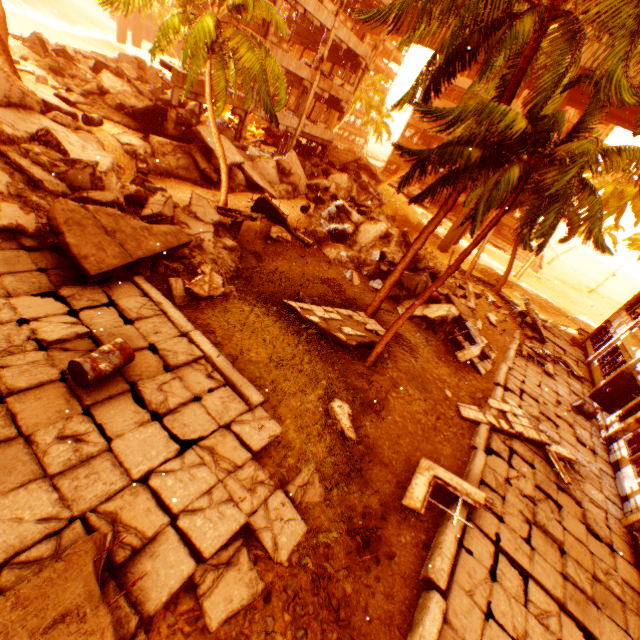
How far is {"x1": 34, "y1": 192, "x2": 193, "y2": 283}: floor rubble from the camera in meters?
7.5

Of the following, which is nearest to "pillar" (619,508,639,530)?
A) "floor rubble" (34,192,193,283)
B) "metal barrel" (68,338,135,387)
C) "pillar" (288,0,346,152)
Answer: "floor rubble" (34,192,193,283)

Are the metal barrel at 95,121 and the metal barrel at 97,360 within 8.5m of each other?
no

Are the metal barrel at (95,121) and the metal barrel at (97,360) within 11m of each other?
no

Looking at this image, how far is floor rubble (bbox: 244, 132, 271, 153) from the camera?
25.9 meters

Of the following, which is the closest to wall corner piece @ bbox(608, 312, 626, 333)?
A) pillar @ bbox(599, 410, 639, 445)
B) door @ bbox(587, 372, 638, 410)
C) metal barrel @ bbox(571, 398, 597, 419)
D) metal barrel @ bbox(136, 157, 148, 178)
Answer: pillar @ bbox(599, 410, 639, 445)

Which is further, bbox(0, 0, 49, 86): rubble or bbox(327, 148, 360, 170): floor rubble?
bbox(327, 148, 360, 170): floor rubble

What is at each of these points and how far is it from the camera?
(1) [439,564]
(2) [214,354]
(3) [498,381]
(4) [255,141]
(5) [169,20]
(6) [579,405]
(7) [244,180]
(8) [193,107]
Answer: (1) concrete curb, 6.81m
(2) concrete curb, 7.70m
(3) concrete curb, 14.56m
(4) floor rubble, 26.42m
(5) rubble, 11.04m
(6) metal barrel, 15.52m
(7) rock pile, 18.47m
(8) rock pile, 21.95m
